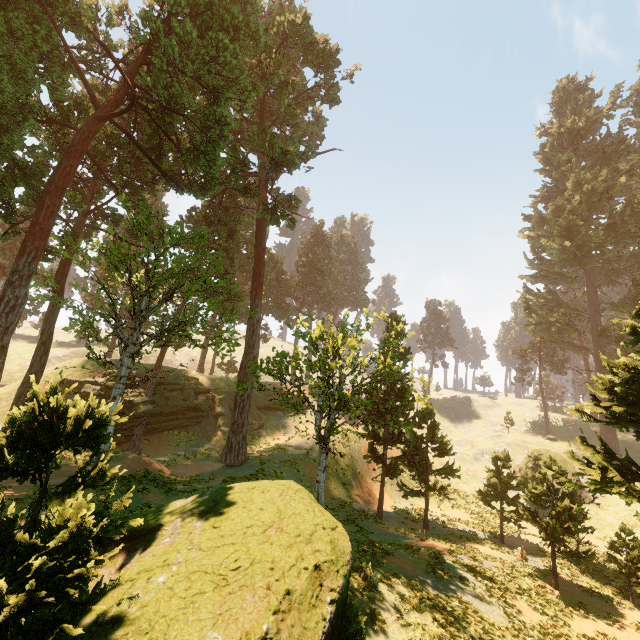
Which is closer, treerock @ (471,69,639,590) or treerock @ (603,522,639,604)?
treerock @ (471,69,639,590)

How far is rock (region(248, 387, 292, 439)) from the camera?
36.1 meters

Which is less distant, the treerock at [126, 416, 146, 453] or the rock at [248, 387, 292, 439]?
the treerock at [126, 416, 146, 453]

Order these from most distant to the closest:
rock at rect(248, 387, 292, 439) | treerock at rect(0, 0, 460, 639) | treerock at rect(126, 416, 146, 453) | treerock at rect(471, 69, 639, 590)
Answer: rock at rect(248, 387, 292, 439)
treerock at rect(126, 416, 146, 453)
treerock at rect(471, 69, 639, 590)
treerock at rect(0, 0, 460, 639)

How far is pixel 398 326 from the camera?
14.23m

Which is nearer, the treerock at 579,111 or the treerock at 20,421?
the treerock at 20,421
